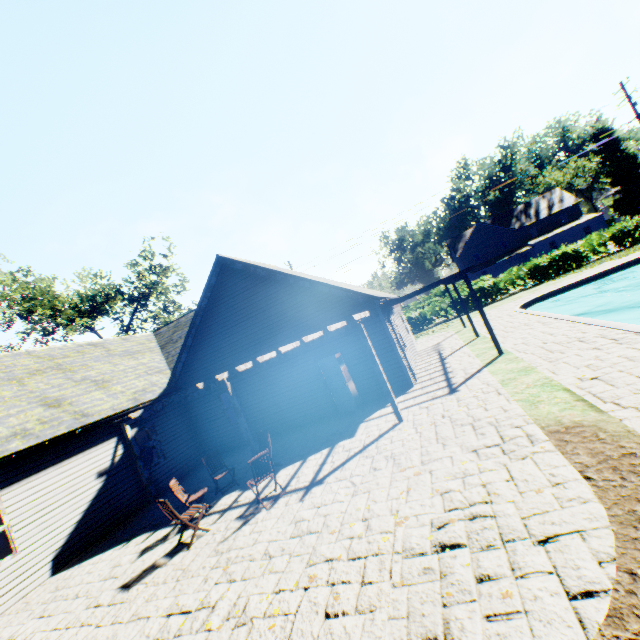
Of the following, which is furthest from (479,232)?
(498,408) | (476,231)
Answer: (498,408)

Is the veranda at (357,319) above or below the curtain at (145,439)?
above

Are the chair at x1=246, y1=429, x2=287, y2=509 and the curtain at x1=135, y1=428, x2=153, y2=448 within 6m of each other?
no

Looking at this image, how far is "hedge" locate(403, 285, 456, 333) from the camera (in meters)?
28.61

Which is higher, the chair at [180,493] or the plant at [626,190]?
the plant at [626,190]

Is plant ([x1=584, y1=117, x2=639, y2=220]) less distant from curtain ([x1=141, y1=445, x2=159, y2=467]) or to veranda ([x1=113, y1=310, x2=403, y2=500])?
veranda ([x1=113, y1=310, x2=403, y2=500])

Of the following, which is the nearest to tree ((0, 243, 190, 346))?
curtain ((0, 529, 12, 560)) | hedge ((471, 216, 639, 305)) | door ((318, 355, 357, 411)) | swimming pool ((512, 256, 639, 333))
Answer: hedge ((471, 216, 639, 305))

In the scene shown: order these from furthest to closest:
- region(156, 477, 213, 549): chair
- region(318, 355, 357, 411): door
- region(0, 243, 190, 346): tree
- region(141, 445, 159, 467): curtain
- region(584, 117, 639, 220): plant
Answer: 1. region(584, 117, 639, 220): plant
2. region(0, 243, 190, 346): tree
3. region(141, 445, 159, 467): curtain
4. region(318, 355, 357, 411): door
5. region(156, 477, 213, 549): chair
